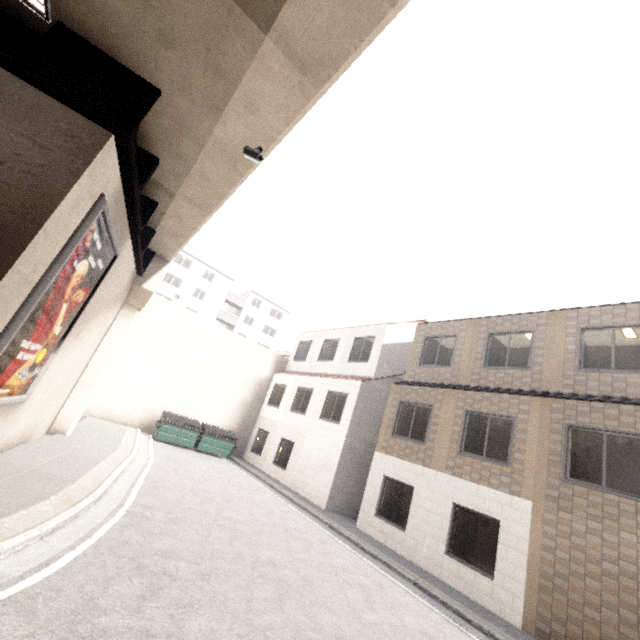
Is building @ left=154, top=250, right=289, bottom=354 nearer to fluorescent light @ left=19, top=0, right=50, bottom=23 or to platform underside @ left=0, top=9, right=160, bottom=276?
platform underside @ left=0, top=9, right=160, bottom=276

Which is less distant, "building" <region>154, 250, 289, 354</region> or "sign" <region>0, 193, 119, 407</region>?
"sign" <region>0, 193, 119, 407</region>

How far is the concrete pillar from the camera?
11.5 meters

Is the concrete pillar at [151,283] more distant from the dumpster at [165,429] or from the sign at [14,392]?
the dumpster at [165,429]

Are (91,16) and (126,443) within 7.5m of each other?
no

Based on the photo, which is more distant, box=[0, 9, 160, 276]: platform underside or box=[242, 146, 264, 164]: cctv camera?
box=[242, 146, 264, 164]: cctv camera

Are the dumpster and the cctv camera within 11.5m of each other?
no

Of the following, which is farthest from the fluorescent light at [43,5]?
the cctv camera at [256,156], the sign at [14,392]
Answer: the cctv camera at [256,156]
